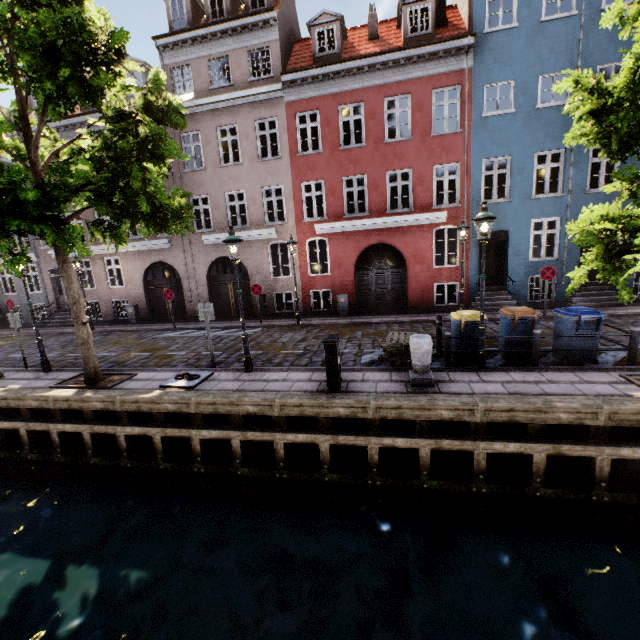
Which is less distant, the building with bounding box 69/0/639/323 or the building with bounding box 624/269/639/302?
the building with bounding box 69/0/639/323

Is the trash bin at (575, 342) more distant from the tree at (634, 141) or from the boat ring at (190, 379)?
the boat ring at (190, 379)

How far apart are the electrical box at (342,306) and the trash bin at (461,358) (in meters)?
7.04

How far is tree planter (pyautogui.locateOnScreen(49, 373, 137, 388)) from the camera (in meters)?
8.56

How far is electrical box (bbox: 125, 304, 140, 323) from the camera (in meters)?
18.16

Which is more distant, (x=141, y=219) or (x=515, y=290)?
(x=515, y=290)

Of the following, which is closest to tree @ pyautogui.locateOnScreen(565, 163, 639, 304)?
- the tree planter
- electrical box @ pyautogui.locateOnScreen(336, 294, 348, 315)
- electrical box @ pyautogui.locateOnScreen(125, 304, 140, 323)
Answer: the tree planter

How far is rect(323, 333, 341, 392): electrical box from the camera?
6.8m
